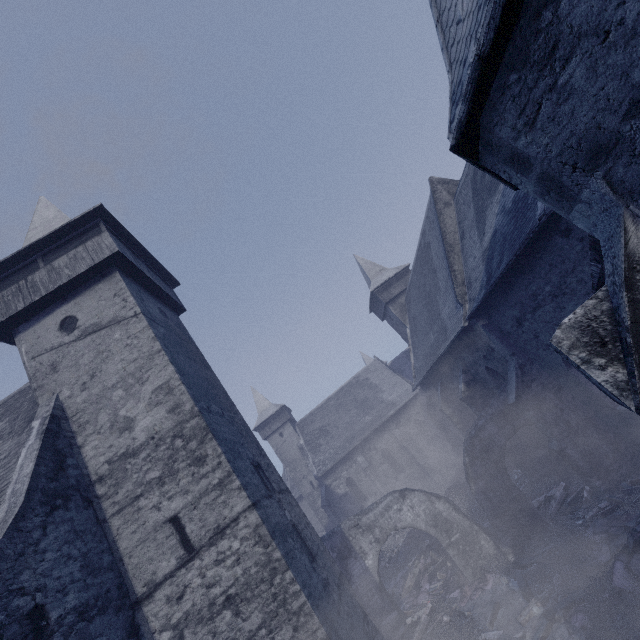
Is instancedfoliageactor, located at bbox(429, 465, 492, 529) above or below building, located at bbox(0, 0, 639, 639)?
below

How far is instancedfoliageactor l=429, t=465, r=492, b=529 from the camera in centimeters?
1578cm

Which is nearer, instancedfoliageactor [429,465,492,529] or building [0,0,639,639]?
building [0,0,639,639]

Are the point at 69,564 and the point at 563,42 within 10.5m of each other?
yes

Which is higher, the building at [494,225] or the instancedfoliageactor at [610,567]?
the building at [494,225]

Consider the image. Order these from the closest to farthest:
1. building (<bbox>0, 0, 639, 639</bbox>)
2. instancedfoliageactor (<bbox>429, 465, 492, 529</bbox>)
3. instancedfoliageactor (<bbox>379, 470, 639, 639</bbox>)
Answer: building (<bbox>0, 0, 639, 639</bbox>)
instancedfoliageactor (<bbox>379, 470, 639, 639</bbox>)
instancedfoliageactor (<bbox>429, 465, 492, 529</bbox>)

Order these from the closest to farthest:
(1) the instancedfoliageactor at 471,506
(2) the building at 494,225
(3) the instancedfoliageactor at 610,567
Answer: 1. (2) the building at 494,225
2. (3) the instancedfoliageactor at 610,567
3. (1) the instancedfoliageactor at 471,506
